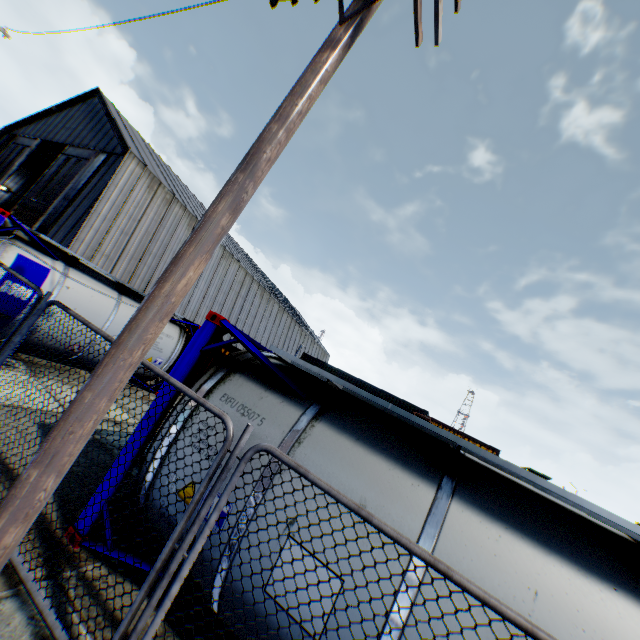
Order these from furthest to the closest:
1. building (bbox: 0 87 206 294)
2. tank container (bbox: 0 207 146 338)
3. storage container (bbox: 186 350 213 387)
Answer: building (bbox: 0 87 206 294) → storage container (bbox: 186 350 213 387) → tank container (bbox: 0 207 146 338)

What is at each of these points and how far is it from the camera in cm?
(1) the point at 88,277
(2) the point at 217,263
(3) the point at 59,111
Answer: (1) tank container, 905
(2) building, 3139
(3) building, 3019

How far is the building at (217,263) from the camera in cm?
3019

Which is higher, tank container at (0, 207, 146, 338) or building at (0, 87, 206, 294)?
building at (0, 87, 206, 294)

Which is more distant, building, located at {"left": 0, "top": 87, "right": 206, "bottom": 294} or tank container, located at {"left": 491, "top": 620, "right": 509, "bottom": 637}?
building, located at {"left": 0, "top": 87, "right": 206, "bottom": 294}

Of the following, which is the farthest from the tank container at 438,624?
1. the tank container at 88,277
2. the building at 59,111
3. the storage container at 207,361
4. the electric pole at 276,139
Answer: the building at 59,111

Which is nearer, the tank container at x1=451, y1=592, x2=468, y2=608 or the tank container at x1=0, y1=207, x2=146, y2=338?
the tank container at x1=451, y1=592, x2=468, y2=608

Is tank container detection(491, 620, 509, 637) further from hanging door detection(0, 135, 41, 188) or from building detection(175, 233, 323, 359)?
hanging door detection(0, 135, 41, 188)
